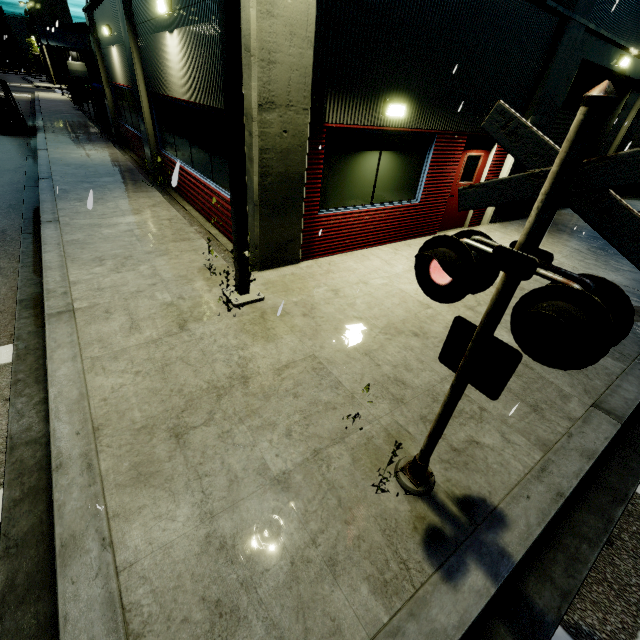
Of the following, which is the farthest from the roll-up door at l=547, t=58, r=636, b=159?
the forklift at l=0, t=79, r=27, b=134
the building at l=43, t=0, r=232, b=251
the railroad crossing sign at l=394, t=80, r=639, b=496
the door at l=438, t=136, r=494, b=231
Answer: the forklift at l=0, t=79, r=27, b=134

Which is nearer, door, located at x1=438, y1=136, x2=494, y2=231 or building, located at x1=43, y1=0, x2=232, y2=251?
building, located at x1=43, y1=0, x2=232, y2=251

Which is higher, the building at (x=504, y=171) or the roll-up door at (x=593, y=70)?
the roll-up door at (x=593, y=70)

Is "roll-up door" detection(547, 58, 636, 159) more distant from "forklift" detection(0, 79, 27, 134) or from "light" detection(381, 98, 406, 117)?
"forklift" detection(0, 79, 27, 134)

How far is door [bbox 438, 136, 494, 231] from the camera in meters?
8.3 m

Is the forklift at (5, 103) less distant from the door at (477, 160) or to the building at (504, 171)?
the building at (504, 171)

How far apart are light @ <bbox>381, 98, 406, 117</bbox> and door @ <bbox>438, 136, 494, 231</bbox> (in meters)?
2.50

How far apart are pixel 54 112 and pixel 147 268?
27.78m
